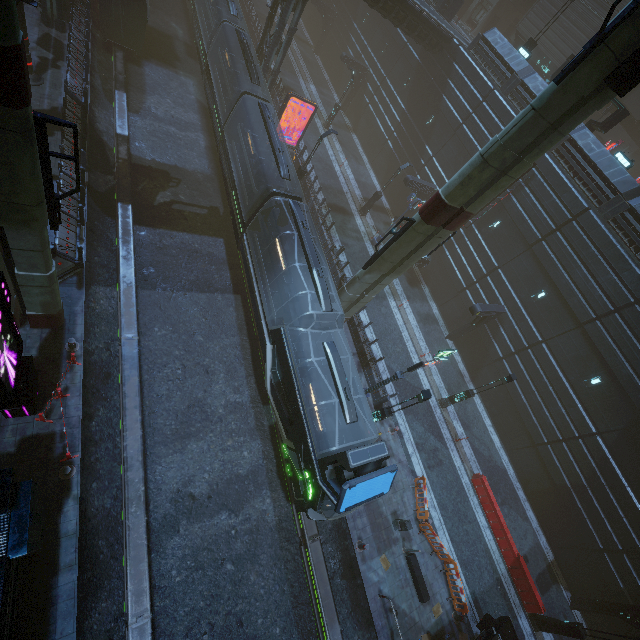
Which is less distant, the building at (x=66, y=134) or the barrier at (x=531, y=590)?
the building at (x=66, y=134)

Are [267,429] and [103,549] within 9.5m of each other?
yes

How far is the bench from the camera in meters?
14.6 m

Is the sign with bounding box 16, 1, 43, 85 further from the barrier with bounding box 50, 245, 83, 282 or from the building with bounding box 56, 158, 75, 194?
the barrier with bounding box 50, 245, 83, 282

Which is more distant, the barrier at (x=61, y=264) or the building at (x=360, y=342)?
the building at (x=360, y=342)

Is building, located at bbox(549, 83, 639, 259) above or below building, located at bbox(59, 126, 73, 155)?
above

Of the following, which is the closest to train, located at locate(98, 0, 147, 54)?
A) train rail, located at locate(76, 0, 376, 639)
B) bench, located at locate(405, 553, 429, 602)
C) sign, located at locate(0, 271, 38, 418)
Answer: train rail, located at locate(76, 0, 376, 639)

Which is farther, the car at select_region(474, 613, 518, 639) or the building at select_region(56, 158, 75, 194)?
the building at select_region(56, 158, 75, 194)
